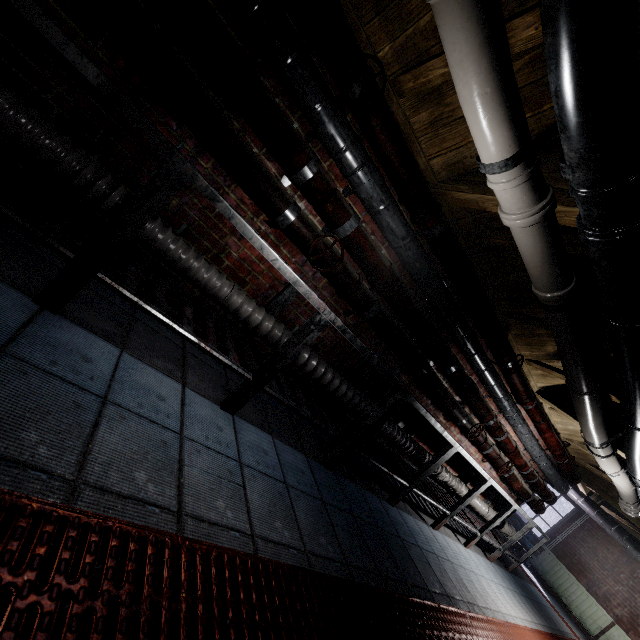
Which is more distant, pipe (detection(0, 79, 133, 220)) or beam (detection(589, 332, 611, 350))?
beam (detection(589, 332, 611, 350))

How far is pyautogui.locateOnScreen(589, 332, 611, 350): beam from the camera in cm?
245

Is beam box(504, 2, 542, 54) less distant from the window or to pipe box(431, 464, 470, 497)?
pipe box(431, 464, 470, 497)

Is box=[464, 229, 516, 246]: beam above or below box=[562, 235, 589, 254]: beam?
below

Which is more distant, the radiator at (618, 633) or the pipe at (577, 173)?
the radiator at (618, 633)

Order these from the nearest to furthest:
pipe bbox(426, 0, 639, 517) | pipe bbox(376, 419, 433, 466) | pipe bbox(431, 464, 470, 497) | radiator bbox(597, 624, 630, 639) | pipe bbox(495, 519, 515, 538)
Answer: pipe bbox(426, 0, 639, 517) → pipe bbox(376, 419, 433, 466) → pipe bbox(431, 464, 470, 497) → pipe bbox(495, 519, 515, 538) → radiator bbox(597, 624, 630, 639)

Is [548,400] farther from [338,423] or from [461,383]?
[338,423]

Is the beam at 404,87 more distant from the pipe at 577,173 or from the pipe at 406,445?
the pipe at 406,445
